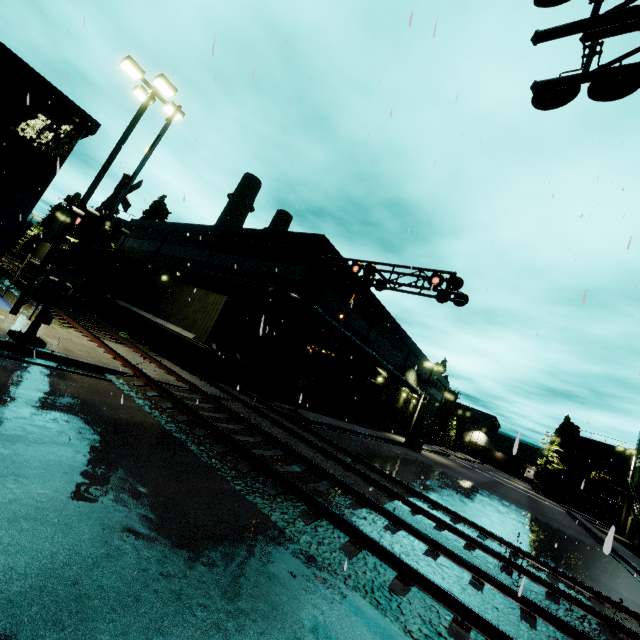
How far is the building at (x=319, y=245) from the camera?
20.1 meters

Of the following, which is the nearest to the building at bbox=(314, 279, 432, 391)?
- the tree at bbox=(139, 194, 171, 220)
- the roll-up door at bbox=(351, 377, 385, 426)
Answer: the roll-up door at bbox=(351, 377, 385, 426)

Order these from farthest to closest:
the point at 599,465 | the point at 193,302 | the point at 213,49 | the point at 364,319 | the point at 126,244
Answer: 1. the point at 599,465
2. the point at 126,244
3. the point at 364,319
4. the point at 193,302
5. the point at 213,49

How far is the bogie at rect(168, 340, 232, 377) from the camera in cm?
1576

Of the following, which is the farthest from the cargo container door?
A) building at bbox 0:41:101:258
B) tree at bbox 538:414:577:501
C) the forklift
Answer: tree at bbox 538:414:577:501

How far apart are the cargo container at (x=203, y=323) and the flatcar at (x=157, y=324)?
0.0 meters

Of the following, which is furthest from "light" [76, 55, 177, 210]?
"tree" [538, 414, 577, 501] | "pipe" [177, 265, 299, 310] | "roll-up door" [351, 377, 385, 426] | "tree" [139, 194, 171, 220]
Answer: "tree" [538, 414, 577, 501]

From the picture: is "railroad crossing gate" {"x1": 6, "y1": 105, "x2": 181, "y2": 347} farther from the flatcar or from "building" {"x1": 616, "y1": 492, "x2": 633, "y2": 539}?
the flatcar
